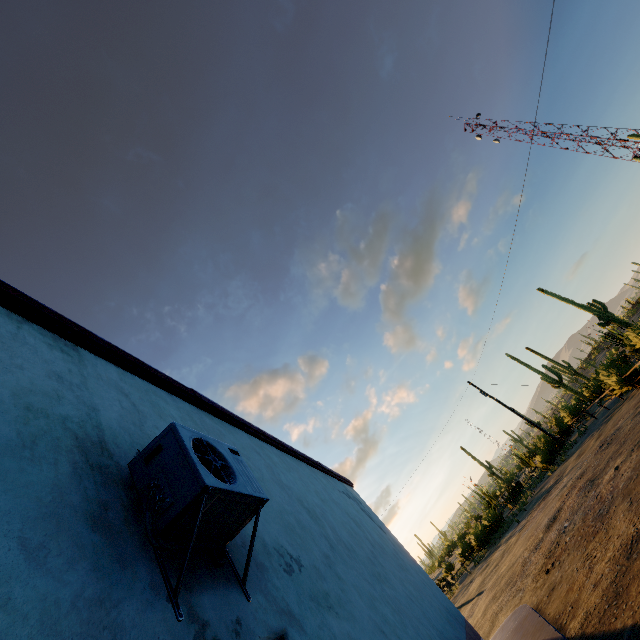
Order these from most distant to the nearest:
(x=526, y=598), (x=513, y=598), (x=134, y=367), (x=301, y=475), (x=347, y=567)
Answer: (x=513, y=598), (x=526, y=598), (x=301, y=475), (x=347, y=567), (x=134, y=367)

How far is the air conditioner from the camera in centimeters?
174cm

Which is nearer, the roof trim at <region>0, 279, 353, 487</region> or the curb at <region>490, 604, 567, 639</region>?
the roof trim at <region>0, 279, 353, 487</region>

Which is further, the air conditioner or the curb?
the curb

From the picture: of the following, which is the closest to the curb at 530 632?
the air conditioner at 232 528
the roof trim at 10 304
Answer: the air conditioner at 232 528

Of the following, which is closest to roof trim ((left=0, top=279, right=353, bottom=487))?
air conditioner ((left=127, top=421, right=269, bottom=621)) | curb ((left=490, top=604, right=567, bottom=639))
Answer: air conditioner ((left=127, top=421, right=269, bottom=621))

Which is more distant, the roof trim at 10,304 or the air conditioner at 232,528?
the roof trim at 10,304
